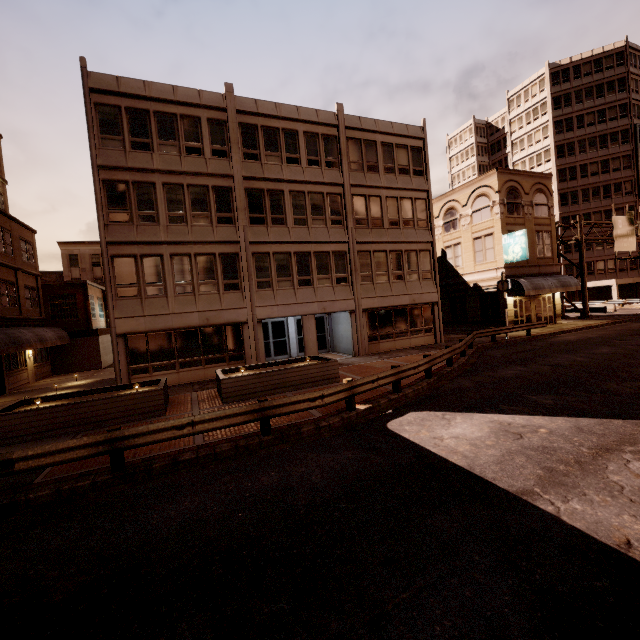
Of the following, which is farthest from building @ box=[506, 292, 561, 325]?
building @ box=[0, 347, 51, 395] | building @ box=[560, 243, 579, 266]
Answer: building @ box=[560, 243, 579, 266]

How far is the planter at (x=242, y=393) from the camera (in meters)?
12.45

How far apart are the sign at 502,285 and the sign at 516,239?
3.5 meters

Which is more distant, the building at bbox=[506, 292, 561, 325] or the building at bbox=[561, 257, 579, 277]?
the building at bbox=[561, 257, 579, 277]

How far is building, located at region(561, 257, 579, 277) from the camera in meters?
50.7

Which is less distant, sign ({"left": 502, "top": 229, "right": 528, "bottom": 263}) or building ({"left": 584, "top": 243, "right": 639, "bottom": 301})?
sign ({"left": 502, "top": 229, "right": 528, "bottom": 263})

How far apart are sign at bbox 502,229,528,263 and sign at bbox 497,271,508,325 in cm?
354

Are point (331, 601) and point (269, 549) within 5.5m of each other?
yes
